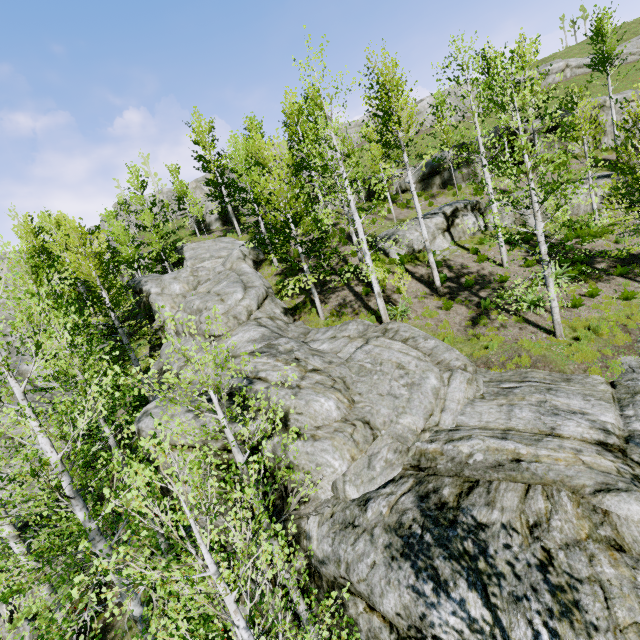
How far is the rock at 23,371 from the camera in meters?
22.0

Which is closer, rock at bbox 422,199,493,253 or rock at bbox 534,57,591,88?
rock at bbox 422,199,493,253

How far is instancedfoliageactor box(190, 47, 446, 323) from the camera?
12.3 meters

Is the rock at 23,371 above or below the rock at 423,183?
below

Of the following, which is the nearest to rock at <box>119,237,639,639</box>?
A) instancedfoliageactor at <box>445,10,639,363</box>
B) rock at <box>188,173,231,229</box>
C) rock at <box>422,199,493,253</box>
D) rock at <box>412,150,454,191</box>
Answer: instancedfoliageactor at <box>445,10,639,363</box>

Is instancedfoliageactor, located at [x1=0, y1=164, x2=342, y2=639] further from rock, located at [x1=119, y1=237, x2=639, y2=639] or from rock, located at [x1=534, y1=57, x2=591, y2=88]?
rock, located at [x1=534, y1=57, x2=591, y2=88]

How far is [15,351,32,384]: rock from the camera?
22.0m

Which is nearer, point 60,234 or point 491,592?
point 491,592
